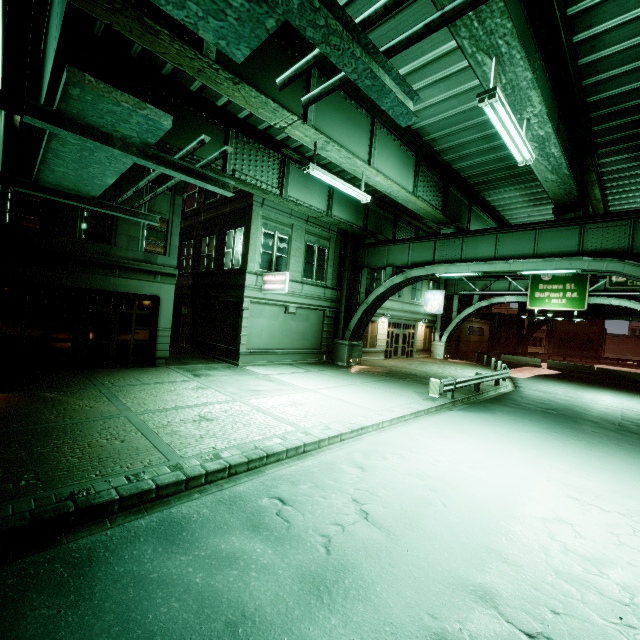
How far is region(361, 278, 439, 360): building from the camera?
27.3 meters

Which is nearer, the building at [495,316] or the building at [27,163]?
the building at [27,163]

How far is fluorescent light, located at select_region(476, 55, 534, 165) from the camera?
6.70m

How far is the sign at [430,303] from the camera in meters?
31.6 m

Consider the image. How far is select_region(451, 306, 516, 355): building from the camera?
40.5m

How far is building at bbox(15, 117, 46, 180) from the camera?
11.98m

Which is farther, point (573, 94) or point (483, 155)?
point (483, 155)

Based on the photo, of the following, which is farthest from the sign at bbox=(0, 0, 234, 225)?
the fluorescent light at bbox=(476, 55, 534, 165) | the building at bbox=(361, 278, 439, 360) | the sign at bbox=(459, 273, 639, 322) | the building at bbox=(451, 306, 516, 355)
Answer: the building at bbox=(451, 306, 516, 355)
